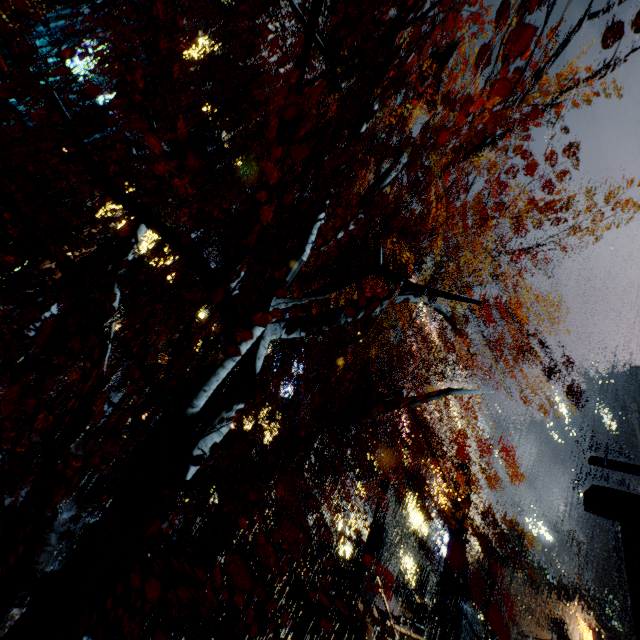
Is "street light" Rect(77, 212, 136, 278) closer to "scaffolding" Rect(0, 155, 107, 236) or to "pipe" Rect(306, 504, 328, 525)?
"scaffolding" Rect(0, 155, 107, 236)

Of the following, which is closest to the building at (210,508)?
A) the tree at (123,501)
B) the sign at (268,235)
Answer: the sign at (268,235)

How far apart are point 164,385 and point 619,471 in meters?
26.6 m

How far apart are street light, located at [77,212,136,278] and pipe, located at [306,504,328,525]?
23.1 meters

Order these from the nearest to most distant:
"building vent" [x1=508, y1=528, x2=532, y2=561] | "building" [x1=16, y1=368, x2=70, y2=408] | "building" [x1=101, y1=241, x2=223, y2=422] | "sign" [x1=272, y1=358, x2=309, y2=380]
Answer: "building" [x1=101, y1=241, x2=223, y2=422] → "building" [x1=16, y1=368, x2=70, y2=408] → "sign" [x1=272, y1=358, x2=309, y2=380] → "building vent" [x1=508, y1=528, x2=532, y2=561]

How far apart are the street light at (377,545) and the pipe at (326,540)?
11.7m

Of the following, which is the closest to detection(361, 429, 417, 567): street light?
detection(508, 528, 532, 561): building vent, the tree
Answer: the tree

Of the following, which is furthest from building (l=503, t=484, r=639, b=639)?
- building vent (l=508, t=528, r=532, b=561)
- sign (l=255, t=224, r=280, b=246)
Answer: sign (l=255, t=224, r=280, b=246)
